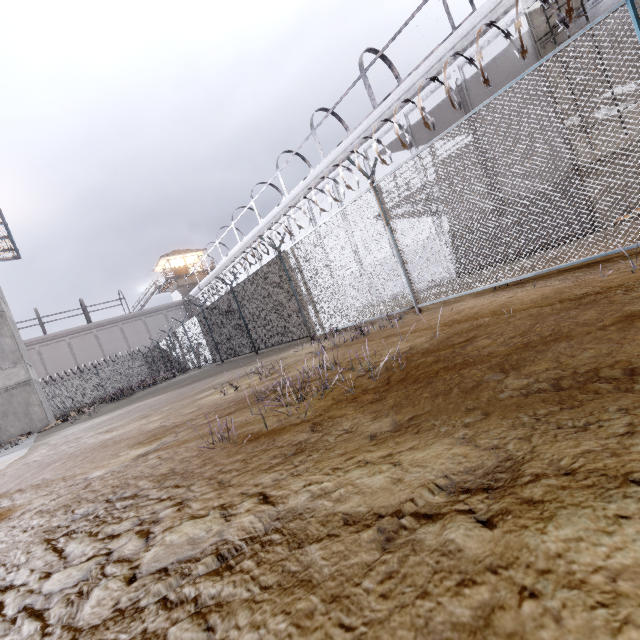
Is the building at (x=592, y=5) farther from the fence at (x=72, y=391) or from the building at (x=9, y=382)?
the building at (x=9, y=382)

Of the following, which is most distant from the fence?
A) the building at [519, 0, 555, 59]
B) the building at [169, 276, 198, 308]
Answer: the building at [169, 276, 198, 308]

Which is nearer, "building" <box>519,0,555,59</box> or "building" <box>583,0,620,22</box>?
"building" <box>583,0,620,22</box>

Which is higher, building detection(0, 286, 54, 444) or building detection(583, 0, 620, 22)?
building detection(583, 0, 620, 22)

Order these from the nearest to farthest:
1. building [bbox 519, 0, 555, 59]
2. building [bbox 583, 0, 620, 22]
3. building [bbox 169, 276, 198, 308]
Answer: building [bbox 583, 0, 620, 22], building [bbox 519, 0, 555, 59], building [bbox 169, 276, 198, 308]

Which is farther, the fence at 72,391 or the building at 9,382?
the building at 9,382

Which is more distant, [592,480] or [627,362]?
[627,362]

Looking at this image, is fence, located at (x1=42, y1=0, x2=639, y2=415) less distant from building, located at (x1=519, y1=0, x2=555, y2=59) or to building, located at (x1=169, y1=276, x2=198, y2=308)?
building, located at (x1=519, y1=0, x2=555, y2=59)
